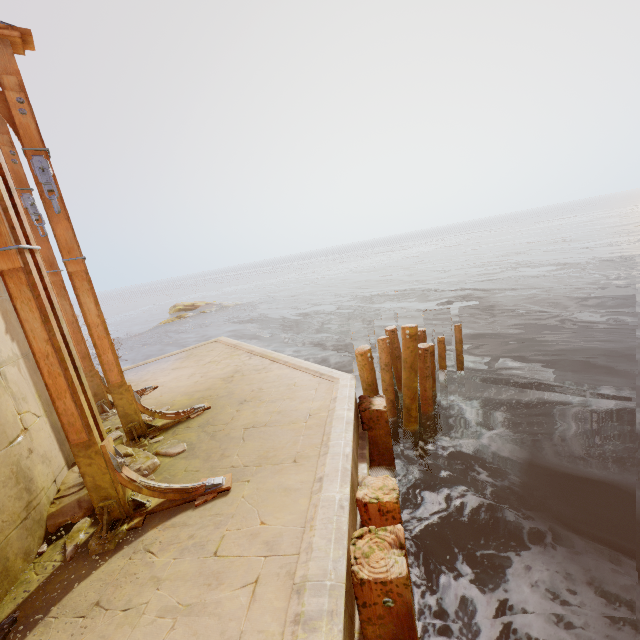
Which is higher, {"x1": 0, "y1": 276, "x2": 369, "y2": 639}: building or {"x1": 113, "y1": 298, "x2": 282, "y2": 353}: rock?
{"x1": 0, "y1": 276, "x2": 369, "y2": 639}: building

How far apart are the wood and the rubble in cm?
29

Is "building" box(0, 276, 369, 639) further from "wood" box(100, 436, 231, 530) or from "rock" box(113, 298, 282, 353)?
"rock" box(113, 298, 282, 353)

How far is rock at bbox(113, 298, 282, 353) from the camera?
23.8m

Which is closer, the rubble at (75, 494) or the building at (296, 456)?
the building at (296, 456)

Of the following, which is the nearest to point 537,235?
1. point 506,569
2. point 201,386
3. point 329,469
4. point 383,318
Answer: point 383,318

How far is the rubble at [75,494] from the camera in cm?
283

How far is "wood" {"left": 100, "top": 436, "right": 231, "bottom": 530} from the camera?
2.9 meters
